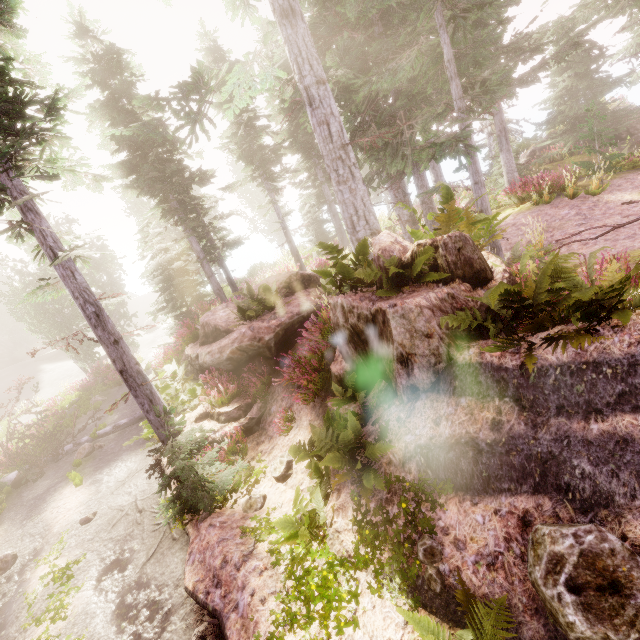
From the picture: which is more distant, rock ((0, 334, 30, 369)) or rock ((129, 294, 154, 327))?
rock ((129, 294, 154, 327))

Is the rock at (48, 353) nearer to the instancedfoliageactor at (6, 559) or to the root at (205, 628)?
the instancedfoliageactor at (6, 559)

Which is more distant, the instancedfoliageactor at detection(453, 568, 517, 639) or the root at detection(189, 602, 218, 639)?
the root at detection(189, 602, 218, 639)

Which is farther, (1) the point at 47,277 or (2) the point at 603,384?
(1) the point at 47,277

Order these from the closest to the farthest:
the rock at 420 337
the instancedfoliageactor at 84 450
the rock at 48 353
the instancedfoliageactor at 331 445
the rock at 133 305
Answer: the instancedfoliageactor at 331 445
the rock at 420 337
the instancedfoliageactor at 84 450
the rock at 48 353
the rock at 133 305

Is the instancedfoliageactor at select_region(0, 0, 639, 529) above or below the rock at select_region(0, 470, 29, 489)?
above

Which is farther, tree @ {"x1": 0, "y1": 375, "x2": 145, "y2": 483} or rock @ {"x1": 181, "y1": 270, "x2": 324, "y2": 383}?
tree @ {"x1": 0, "y1": 375, "x2": 145, "y2": 483}

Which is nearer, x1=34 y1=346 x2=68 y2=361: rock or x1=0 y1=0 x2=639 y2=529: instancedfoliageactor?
x1=0 y1=0 x2=639 y2=529: instancedfoliageactor
